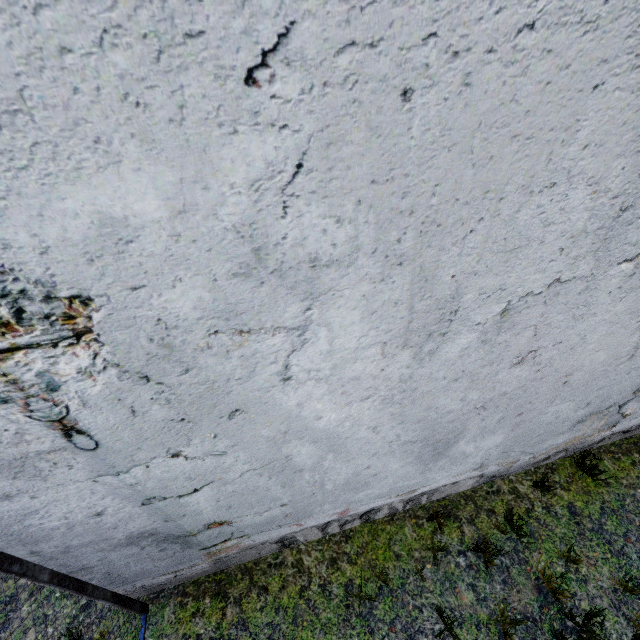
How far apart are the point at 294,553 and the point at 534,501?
3.2m
